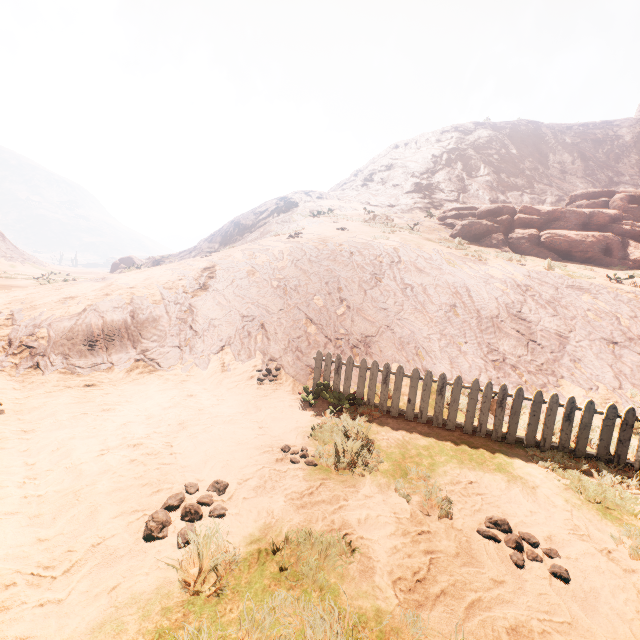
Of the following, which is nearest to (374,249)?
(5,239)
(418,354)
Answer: (418,354)

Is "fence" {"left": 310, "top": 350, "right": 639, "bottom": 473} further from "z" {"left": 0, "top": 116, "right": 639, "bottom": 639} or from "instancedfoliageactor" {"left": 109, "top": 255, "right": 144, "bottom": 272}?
"instancedfoliageactor" {"left": 109, "top": 255, "right": 144, "bottom": 272}

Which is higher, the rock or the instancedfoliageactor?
the rock

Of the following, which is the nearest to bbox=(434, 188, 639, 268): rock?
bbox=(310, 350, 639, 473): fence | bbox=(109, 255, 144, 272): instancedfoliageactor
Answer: bbox=(310, 350, 639, 473): fence

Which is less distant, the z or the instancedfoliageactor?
the z

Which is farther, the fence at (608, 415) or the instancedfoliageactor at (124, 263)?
the instancedfoliageactor at (124, 263)

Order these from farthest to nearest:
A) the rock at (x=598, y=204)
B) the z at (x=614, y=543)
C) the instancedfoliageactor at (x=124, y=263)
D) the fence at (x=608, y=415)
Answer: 1. the instancedfoliageactor at (x=124, y=263)
2. the rock at (x=598, y=204)
3. the fence at (x=608, y=415)
4. the z at (x=614, y=543)

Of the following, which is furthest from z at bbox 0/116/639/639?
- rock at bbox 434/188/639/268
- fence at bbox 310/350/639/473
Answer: rock at bbox 434/188/639/268
